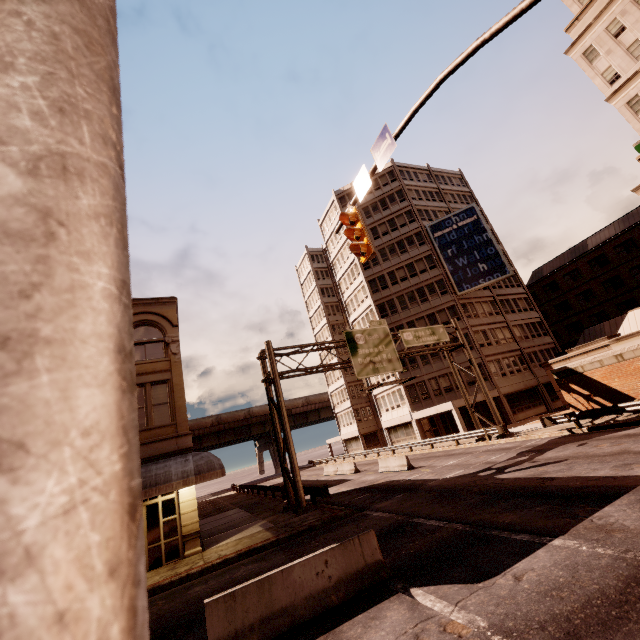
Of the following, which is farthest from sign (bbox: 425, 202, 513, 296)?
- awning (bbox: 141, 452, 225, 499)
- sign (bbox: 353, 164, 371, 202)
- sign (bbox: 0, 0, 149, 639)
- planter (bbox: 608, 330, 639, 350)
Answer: sign (bbox: 0, 0, 149, 639)

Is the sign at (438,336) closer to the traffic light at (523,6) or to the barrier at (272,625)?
the barrier at (272,625)

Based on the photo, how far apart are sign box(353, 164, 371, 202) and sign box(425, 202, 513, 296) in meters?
33.5 m

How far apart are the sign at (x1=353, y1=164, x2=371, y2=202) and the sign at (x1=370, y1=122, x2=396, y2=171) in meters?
0.3

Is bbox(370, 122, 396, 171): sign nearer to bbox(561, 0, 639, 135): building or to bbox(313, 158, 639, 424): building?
bbox(313, 158, 639, 424): building

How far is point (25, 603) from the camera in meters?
0.2 m

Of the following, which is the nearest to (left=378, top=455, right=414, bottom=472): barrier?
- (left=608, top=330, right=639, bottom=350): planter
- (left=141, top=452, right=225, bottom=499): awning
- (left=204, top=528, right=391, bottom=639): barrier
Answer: (left=141, top=452, right=225, bottom=499): awning

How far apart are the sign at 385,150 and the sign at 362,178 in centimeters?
32cm
